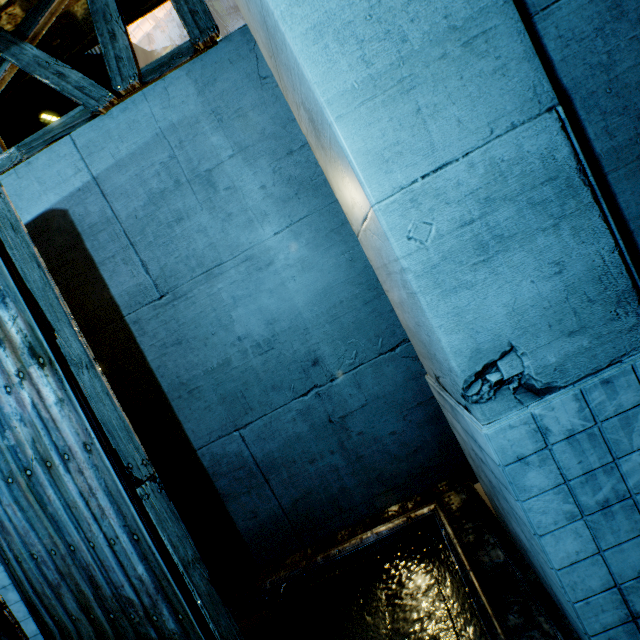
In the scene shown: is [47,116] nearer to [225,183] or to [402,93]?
[225,183]

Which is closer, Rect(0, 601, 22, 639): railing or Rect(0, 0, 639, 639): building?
Rect(0, 0, 639, 639): building

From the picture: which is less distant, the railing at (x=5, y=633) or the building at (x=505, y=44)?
the building at (x=505, y=44)
